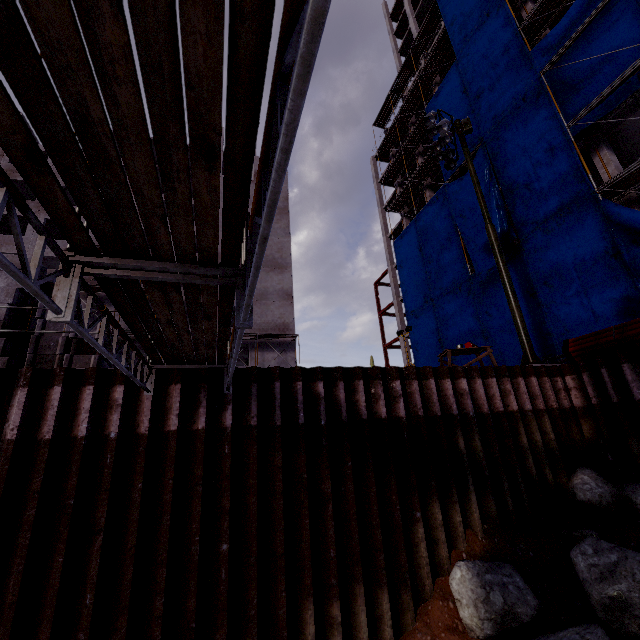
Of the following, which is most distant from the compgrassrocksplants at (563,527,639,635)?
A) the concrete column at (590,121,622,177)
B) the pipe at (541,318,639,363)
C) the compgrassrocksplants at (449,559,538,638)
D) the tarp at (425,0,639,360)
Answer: the concrete column at (590,121,622,177)

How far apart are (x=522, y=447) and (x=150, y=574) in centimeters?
870cm

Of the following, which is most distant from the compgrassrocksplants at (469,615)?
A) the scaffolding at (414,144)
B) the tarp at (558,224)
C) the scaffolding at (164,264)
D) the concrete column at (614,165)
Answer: the scaffolding at (414,144)

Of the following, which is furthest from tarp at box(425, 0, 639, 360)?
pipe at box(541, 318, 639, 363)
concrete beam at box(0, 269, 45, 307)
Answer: concrete beam at box(0, 269, 45, 307)

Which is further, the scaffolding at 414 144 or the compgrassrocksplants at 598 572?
the scaffolding at 414 144

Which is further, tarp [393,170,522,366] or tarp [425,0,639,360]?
tarp [393,170,522,366]

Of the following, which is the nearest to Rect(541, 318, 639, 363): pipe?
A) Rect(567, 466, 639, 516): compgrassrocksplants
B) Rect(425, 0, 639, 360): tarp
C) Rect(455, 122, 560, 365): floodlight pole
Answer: Rect(455, 122, 560, 365): floodlight pole

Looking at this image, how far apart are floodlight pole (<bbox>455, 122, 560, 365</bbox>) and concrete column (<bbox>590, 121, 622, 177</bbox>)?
7.0 meters
